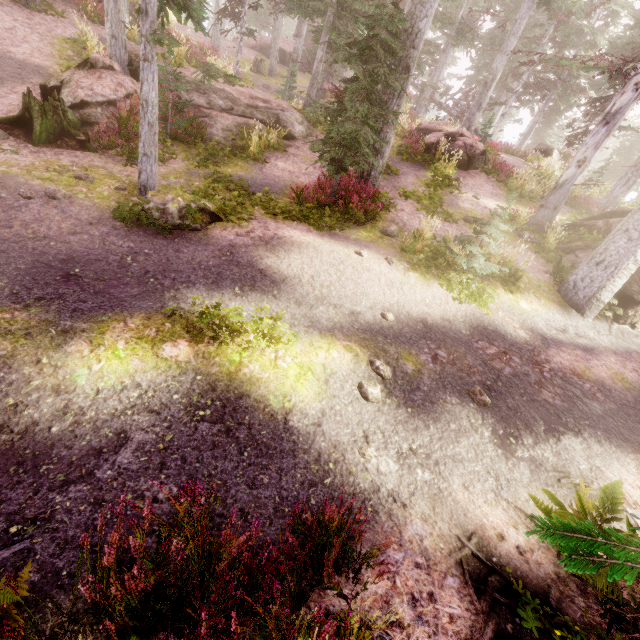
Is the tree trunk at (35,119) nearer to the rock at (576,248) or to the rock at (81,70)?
the rock at (81,70)

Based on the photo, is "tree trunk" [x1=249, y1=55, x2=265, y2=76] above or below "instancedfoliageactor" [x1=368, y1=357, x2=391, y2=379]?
above

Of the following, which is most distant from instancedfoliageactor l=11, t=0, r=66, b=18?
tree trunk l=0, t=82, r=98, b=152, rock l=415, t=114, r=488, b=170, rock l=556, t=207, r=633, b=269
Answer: tree trunk l=0, t=82, r=98, b=152

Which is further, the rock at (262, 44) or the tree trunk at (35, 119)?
the rock at (262, 44)

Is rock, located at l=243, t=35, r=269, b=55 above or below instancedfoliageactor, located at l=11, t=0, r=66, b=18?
above

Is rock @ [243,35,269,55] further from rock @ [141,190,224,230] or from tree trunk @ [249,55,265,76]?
rock @ [141,190,224,230]

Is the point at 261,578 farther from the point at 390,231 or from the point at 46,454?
the point at 390,231

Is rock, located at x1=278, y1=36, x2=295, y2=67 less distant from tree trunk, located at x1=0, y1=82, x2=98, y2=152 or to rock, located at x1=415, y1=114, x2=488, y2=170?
rock, located at x1=415, y1=114, x2=488, y2=170
